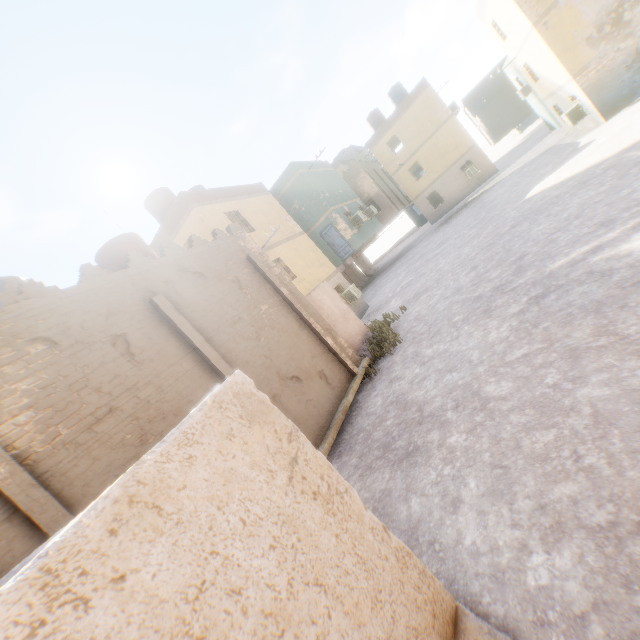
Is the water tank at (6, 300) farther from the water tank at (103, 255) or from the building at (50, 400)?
the water tank at (103, 255)

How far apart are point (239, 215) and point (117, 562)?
16.50m

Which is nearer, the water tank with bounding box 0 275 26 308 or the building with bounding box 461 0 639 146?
the water tank with bounding box 0 275 26 308

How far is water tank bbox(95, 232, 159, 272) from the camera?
10.06m

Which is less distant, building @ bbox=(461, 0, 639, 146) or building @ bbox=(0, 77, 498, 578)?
building @ bbox=(0, 77, 498, 578)

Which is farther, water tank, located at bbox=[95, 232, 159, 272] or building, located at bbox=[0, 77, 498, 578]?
water tank, located at bbox=[95, 232, 159, 272]

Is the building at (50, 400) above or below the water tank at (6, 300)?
below
